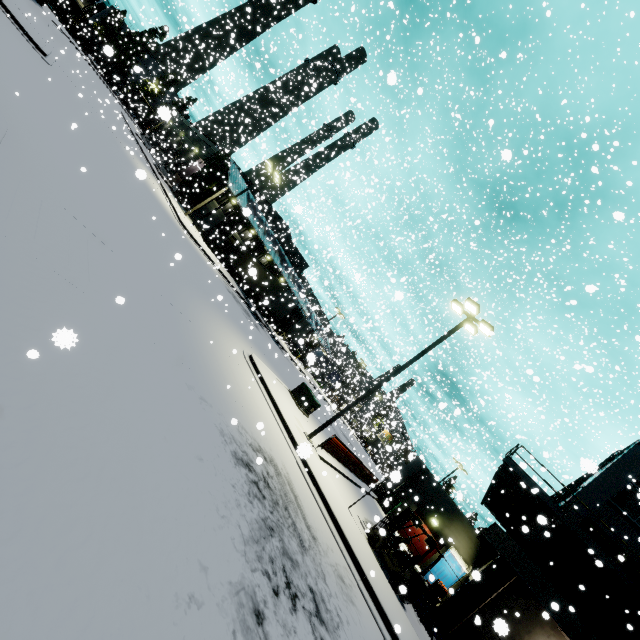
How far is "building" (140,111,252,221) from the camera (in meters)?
33.88

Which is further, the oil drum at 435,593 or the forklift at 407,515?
the oil drum at 435,593

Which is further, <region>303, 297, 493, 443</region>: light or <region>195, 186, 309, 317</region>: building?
<region>195, 186, 309, 317</region>: building

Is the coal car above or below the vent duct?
below

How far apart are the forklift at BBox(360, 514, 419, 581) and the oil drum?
6.9m

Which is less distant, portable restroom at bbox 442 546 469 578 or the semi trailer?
portable restroom at bbox 442 546 469 578

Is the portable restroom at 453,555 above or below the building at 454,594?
above

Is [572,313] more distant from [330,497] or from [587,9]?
[587,9]
